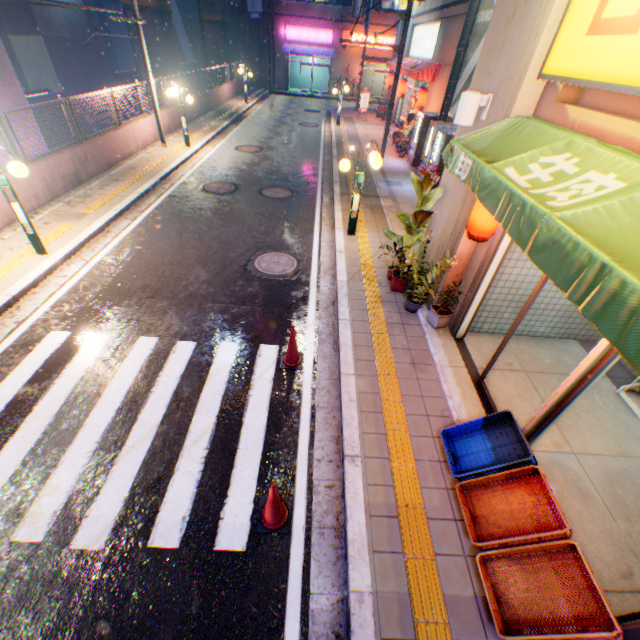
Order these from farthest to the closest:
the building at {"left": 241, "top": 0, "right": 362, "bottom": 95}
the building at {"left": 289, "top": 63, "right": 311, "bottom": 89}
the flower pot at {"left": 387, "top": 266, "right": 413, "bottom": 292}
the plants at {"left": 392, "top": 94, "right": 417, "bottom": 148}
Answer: the building at {"left": 289, "top": 63, "right": 311, "bottom": 89} < the building at {"left": 241, "top": 0, "right": 362, "bottom": 95} < the plants at {"left": 392, "top": 94, "right": 417, "bottom": 148} < the flower pot at {"left": 387, "top": 266, "right": 413, "bottom": 292}

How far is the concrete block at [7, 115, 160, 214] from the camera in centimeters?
851cm

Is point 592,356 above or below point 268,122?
above

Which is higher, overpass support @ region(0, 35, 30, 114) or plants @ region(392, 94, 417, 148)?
overpass support @ region(0, 35, 30, 114)

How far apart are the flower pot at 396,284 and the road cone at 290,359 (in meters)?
2.67

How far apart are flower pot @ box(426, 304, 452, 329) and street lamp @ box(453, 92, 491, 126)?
3.0 meters

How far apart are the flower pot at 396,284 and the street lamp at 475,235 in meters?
1.9 m

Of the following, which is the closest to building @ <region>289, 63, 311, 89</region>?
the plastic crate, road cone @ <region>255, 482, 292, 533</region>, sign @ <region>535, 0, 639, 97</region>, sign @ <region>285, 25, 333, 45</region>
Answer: sign @ <region>285, 25, 333, 45</region>
